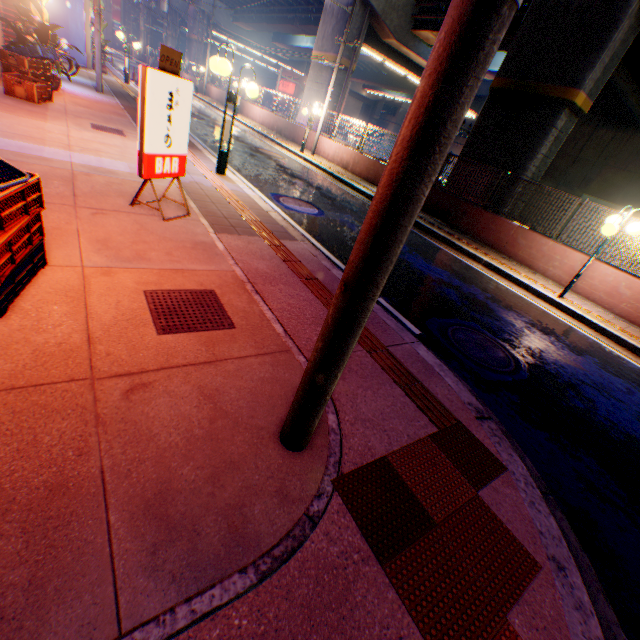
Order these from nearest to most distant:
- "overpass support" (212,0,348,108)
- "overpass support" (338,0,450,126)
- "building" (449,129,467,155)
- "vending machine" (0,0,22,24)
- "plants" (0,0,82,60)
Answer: "plants" (0,0,82,60)
"vending machine" (0,0,22,24)
"overpass support" (338,0,450,126)
"overpass support" (212,0,348,108)
"building" (449,129,467,155)

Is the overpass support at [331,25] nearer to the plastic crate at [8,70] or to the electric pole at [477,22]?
the electric pole at [477,22]

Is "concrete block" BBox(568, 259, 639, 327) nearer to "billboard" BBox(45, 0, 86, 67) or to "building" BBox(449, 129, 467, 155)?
"billboard" BBox(45, 0, 86, 67)

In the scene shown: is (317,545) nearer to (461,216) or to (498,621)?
(498,621)

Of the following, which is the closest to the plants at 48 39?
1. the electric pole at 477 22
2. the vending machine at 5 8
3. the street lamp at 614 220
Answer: the vending machine at 5 8

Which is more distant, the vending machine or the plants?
the vending machine

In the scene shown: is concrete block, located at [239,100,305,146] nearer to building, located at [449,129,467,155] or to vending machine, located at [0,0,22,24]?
vending machine, located at [0,0,22,24]

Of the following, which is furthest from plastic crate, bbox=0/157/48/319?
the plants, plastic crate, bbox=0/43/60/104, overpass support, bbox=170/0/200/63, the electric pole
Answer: overpass support, bbox=170/0/200/63
